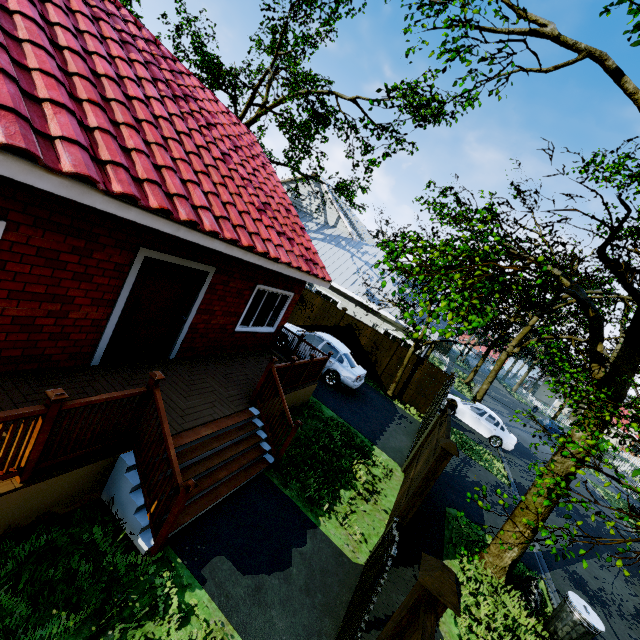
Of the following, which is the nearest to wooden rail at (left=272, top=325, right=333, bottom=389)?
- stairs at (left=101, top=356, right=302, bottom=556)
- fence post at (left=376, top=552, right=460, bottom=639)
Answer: stairs at (left=101, top=356, right=302, bottom=556)

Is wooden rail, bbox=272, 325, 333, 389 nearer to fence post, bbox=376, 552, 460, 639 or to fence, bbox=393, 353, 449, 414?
fence post, bbox=376, 552, 460, 639

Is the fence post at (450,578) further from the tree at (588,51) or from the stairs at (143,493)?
the tree at (588,51)

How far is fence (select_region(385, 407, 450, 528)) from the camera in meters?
6.5 m

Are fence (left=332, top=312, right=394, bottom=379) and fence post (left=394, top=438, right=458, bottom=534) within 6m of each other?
no

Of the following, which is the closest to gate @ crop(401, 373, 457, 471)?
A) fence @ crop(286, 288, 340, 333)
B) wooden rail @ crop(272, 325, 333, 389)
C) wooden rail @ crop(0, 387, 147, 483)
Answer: wooden rail @ crop(272, 325, 333, 389)

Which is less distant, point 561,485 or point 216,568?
point 561,485

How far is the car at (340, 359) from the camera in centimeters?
1255cm
